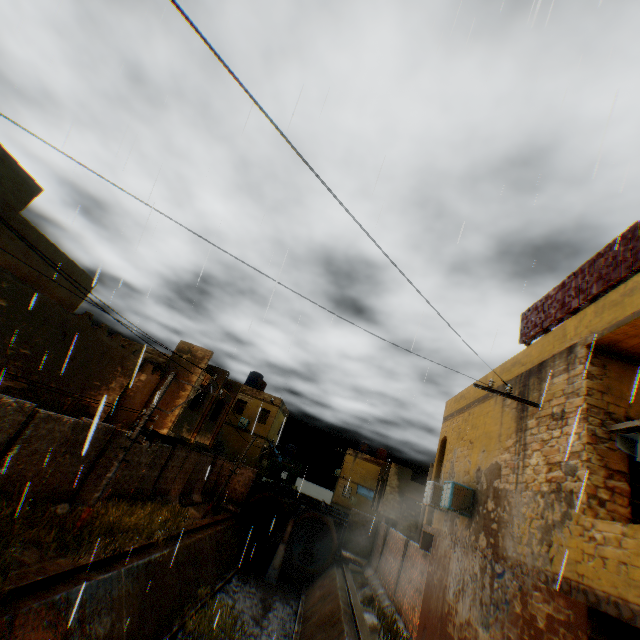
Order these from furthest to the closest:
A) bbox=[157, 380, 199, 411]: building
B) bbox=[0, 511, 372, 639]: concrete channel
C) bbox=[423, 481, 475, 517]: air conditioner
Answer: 1. bbox=[157, 380, 199, 411]: building
2. bbox=[423, 481, 475, 517]: air conditioner
3. bbox=[0, 511, 372, 639]: concrete channel

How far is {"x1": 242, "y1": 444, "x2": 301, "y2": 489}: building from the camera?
30.3 meters

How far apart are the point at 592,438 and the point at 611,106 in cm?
623

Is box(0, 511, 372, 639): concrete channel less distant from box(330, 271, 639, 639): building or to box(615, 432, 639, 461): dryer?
box(330, 271, 639, 639): building

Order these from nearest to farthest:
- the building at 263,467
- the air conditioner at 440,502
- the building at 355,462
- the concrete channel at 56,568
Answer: the building at 355,462 < the concrete channel at 56,568 < the air conditioner at 440,502 < the building at 263,467

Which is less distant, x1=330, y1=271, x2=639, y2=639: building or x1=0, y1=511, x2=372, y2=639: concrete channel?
x1=330, y1=271, x2=639, y2=639: building

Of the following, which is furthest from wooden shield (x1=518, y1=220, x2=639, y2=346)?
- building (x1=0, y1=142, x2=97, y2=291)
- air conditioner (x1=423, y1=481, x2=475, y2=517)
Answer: air conditioner (x1=423, y1=481, x2=475, y2=517)

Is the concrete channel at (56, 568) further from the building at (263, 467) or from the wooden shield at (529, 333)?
the wooden shield at (529, 333)
